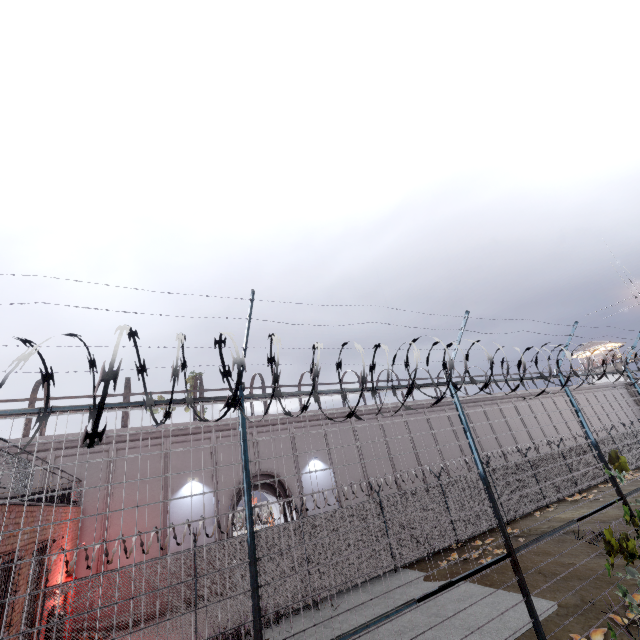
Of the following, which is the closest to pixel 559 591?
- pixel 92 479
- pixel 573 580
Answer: pixel 573 580

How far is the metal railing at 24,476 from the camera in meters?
6.7 m

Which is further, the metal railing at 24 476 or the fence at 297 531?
the metal railing at 24 476

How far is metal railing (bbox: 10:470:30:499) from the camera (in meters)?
6.68

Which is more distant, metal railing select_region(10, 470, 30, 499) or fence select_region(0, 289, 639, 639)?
metal railing select_region(10, 470, 30, 499)

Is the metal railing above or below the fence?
above
